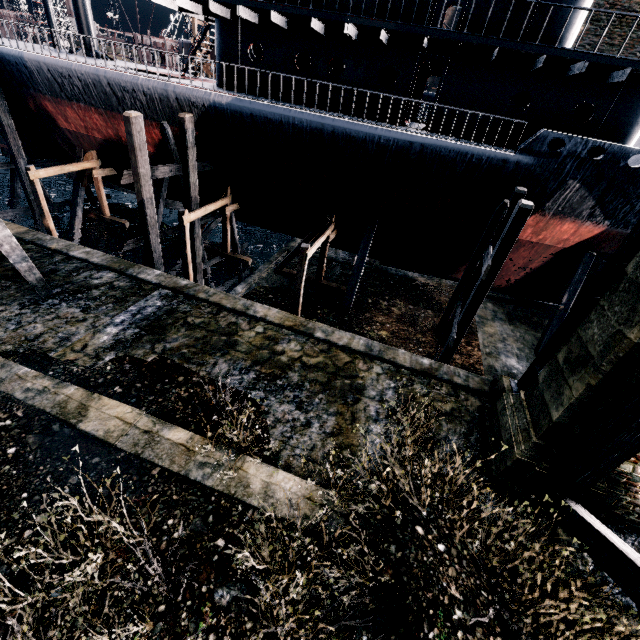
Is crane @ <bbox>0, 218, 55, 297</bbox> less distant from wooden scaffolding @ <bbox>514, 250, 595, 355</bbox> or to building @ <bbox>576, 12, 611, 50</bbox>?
wooden scaffolding @ <bbox>514, 250, 595, 355</bbox>

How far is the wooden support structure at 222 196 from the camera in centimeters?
1541cm

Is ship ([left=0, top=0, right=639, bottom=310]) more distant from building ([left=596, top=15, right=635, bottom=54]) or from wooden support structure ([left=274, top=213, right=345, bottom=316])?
building ([left=596, top=15, right=635, bottom=54])

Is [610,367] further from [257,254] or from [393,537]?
[257,254]

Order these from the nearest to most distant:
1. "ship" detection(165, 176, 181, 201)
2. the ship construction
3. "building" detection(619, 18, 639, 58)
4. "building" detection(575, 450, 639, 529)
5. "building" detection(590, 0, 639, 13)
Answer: "building" detection(575, 450, 639, 529)
"ship" detection(165, 176, 181, 201)
"building" detection(590, 0, 639, 13)
"building" detection(619, 18, 639, 58)
the ship construction

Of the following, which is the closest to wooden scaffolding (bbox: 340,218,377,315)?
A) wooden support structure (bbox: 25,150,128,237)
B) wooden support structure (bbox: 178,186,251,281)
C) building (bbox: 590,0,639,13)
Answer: wooden support structure (bbox: 178,186,251,281)

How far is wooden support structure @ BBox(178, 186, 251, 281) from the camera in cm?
1541

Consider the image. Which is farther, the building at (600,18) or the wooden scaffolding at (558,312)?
the building at (600,18)
